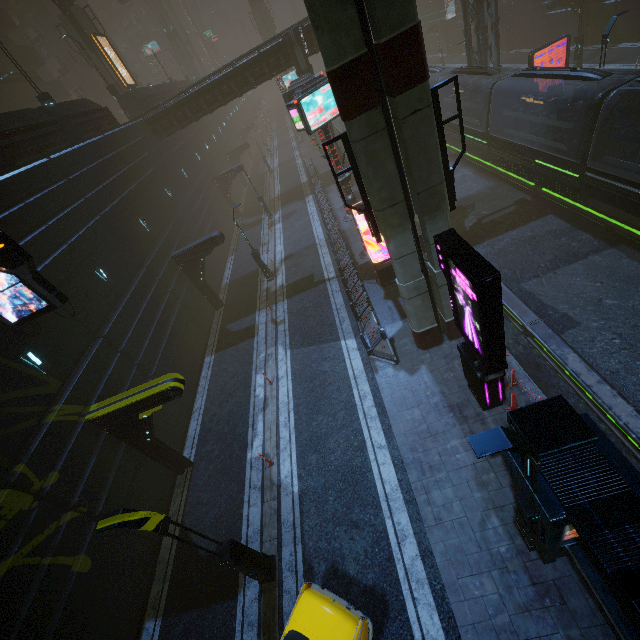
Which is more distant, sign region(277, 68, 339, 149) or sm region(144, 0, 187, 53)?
sm region(144, 0, 187, 53)

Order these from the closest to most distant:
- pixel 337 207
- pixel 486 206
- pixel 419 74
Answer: → pixel 419 74 < pixel 486 206 < pixel 337 207

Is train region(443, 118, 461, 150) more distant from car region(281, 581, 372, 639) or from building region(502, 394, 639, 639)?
car region(281, 581, 372, 639)

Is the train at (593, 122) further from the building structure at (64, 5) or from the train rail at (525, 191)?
the building structure at (64, 5)

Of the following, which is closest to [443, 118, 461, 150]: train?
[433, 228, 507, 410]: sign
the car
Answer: [433, 228, 507, 410]: sign

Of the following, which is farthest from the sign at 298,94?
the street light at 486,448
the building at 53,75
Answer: the street light at 486,448

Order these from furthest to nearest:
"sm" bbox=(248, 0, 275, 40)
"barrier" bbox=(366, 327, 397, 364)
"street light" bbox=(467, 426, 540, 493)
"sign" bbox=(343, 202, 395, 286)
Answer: "sm" bbox=(248, 0, 275, 40), "sign" bbox=(343, 202, 395, 286), "barrier" bbox=(366, 327, 397, 364), "street light" bbox=(467, 426, 540, 493)

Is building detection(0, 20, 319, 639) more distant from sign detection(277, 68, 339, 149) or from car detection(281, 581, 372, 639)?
car detection(281, 581, 372, 639)
